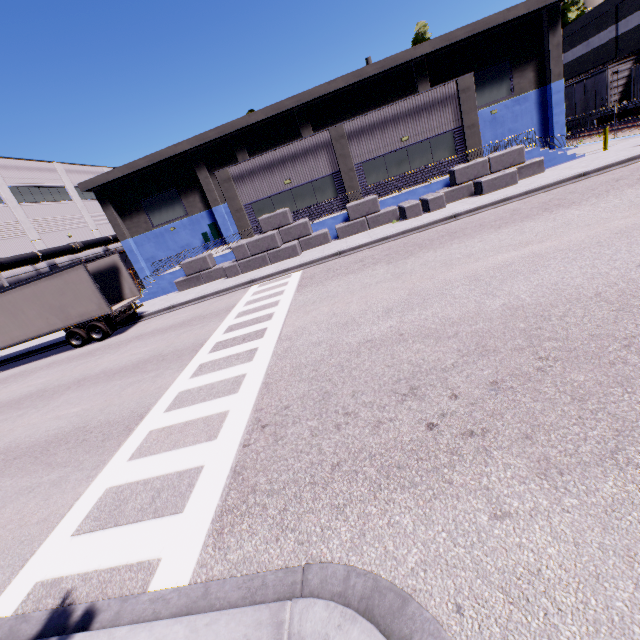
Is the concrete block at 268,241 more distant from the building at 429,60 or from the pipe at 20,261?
the pipe at 20,261

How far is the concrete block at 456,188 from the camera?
18.0m

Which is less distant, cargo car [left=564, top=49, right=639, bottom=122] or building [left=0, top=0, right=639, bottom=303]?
building [left=0, top=0, right=639, bottom=303]

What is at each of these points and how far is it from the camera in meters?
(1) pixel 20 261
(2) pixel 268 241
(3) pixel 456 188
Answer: (1) pipe, 26.6
(2) concrete block, 19.6
(3) concrete block, 19.0

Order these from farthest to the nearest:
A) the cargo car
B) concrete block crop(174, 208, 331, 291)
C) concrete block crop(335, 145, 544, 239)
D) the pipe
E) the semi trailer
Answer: the cargo car → the pipe → concrete block crop(174, 208, 331, 291) → concrete block crop(335, 145, 544, 239) → the semi trailer

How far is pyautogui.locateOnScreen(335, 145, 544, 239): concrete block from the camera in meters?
18.0

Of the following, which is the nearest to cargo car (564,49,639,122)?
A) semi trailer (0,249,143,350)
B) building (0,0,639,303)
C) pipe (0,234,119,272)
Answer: building (0,0,639,303)
